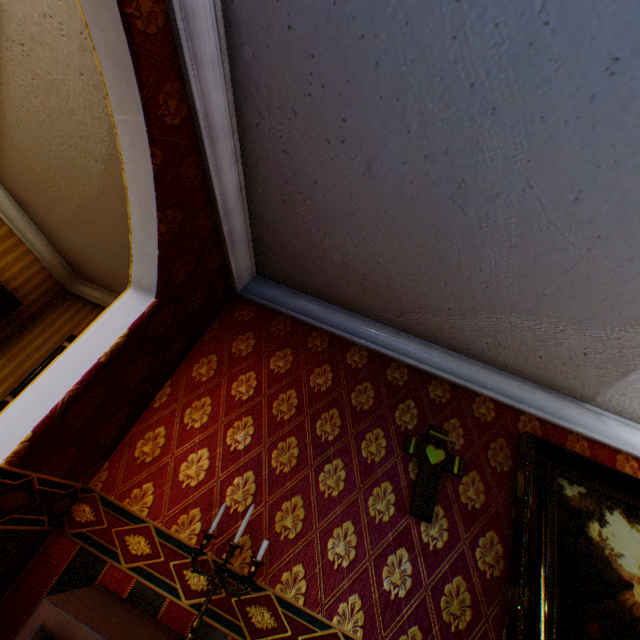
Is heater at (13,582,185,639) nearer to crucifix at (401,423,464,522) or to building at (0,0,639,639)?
building at (0,0,639,639)

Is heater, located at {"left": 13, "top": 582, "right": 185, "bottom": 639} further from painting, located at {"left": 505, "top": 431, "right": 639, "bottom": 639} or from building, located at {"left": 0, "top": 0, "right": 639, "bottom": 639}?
painting, located at {"left": 505, "top": 431, "right": 639, "bottom": 639}

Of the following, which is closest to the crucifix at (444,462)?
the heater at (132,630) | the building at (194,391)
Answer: the building at (194,391)

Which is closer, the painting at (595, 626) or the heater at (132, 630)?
the heater at (132, 630)

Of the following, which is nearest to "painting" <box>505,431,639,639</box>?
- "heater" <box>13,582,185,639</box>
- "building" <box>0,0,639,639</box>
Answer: "building" <box>0,0,639,639</box>

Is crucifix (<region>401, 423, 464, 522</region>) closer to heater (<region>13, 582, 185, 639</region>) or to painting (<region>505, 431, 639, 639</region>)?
painting (<region>505, 431, 639, 639</region>)

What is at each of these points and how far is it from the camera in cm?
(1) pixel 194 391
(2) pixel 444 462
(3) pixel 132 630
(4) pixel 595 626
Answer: (1) building, 245
(2) crucifix, 226
(3) heater, 148
(4) painting, 184
